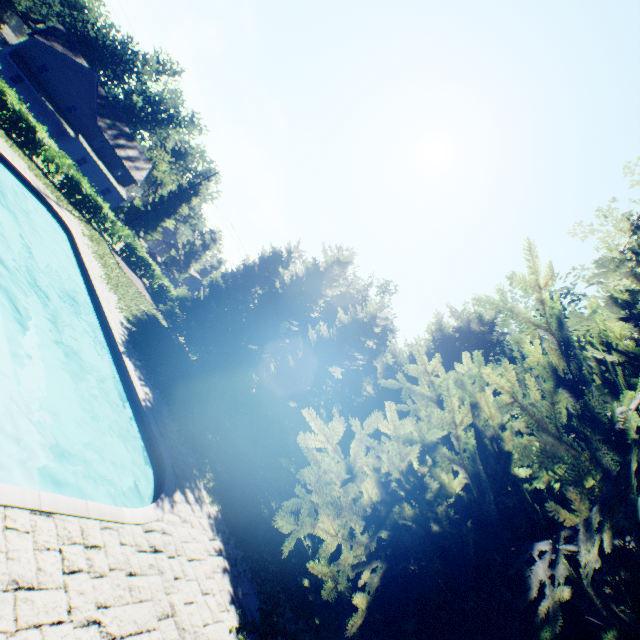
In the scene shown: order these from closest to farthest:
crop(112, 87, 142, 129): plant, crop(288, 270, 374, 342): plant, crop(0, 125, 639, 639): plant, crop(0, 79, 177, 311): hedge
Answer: crop(0, 125, 639, 639): plant, crop(0, 79, 177, 311): hedge, crop(288, 270, 374, 342): plant, crop(112, 87, 142, 129): plant

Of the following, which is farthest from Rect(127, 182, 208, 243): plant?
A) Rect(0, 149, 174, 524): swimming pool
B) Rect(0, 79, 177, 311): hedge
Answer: Rect(0, 149, 174, 524): swimming pool

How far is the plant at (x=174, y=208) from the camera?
52.3 meters

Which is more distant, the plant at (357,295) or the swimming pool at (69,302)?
the plant at (357,295)

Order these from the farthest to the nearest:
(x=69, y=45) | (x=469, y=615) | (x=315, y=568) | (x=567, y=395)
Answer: (x=69, y=45), (x=315, y=568), (x=567, y=395), (x=469, y=615)

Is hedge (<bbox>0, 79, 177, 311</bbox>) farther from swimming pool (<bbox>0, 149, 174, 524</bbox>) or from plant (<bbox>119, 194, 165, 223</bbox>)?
swimming pool (<bbox>0, 149, 174, 524</bbox>)

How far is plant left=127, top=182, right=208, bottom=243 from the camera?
52.3 meters

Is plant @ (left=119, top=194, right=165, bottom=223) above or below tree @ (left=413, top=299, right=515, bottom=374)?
below
